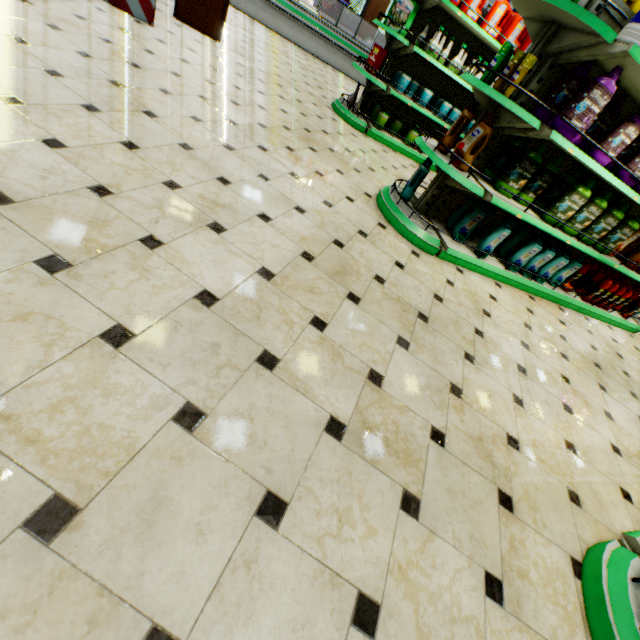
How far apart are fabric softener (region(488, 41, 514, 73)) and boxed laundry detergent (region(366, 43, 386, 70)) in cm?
294

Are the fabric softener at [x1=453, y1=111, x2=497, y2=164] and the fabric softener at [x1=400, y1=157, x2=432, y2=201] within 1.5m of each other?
yes

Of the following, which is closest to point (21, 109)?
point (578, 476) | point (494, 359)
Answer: point (494, 359)

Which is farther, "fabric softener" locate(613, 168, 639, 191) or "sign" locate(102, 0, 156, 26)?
"sign" locate(102, 0, 156, 26)

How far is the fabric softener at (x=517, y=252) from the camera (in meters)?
3.40

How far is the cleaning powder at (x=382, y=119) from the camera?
5.5 meters

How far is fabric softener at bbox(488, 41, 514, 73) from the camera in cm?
265

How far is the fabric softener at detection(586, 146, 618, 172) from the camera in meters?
2.9
